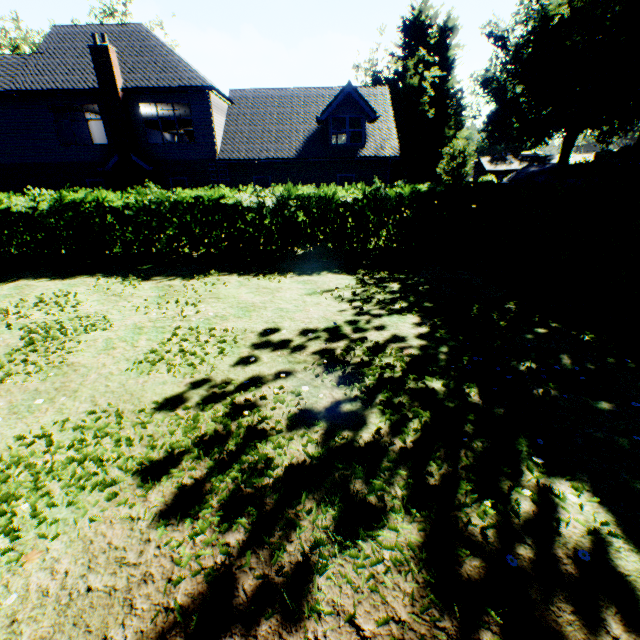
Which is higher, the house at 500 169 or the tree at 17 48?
the tree at 17 48

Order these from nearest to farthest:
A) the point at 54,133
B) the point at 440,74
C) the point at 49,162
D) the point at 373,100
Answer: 1. the point at 54,133
2. the point at 49,162
3. the point at 373,100
4. the point at 440,74

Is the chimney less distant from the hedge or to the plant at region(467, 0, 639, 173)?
the hedge

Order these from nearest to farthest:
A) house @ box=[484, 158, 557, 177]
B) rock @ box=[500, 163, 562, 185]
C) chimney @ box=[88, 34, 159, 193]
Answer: chimney @ box=[88, 34, 159, 193]
rock @ box=[500, 163, 562, 185]
house @ box=[484, 158, 557, 177]

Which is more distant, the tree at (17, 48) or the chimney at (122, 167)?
the tree at (17, 48)

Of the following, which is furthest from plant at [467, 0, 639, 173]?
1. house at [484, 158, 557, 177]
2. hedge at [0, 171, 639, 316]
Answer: hedge at [0, 171, 639, 316]

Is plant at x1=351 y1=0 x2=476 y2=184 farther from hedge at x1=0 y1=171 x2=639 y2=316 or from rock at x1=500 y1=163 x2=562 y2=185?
hedge at x1=0 y1=171 x2=639 y2=316
